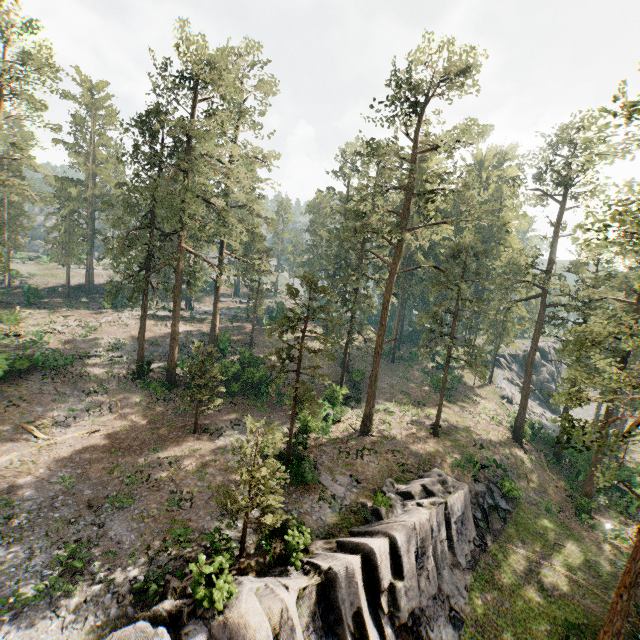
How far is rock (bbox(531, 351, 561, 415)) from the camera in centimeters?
5469cm

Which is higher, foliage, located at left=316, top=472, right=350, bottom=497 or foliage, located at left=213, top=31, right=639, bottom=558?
foliage, located at left=213, top=31, right=639, bottom=558

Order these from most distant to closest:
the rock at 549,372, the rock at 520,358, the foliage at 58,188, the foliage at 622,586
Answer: the rock at 520,358 → the rock at 549,372 → the foliage at 58,188 → the foliage at 622,586

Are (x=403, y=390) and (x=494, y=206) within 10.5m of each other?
no

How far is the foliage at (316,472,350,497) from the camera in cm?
2127

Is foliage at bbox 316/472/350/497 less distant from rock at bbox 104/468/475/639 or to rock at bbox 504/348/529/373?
rock at bbox 504/348/529/373

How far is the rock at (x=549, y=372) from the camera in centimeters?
5469cm
